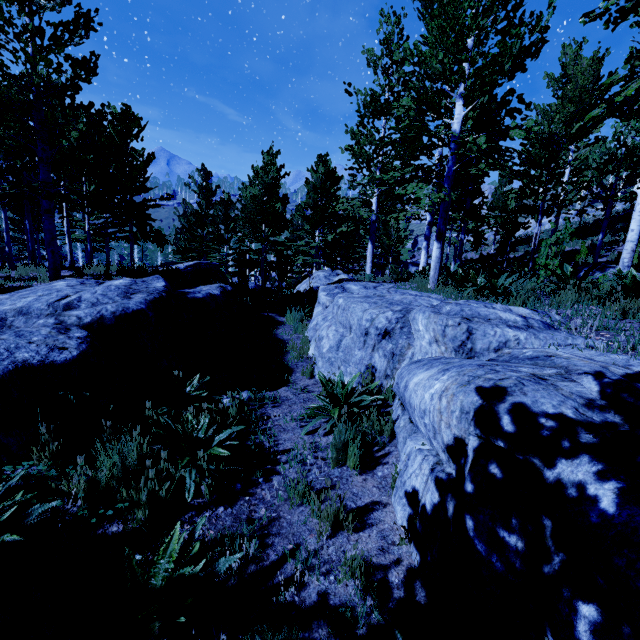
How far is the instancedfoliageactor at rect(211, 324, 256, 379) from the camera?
5.1m

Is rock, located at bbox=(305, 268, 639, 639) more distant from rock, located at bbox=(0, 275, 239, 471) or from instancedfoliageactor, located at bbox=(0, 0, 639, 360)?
rock, located at bbox=(0, 275, 239, 471)

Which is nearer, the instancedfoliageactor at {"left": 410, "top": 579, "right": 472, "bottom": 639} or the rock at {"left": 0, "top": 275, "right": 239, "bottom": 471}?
the instancedfoliageactor at {"left": 410, "top": 579, "right": 472, "bottom": 639}

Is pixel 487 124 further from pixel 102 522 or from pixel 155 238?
pixel 155 238

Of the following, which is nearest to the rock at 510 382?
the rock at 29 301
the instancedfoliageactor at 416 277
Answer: the instancedfoliageactor at 416 277
